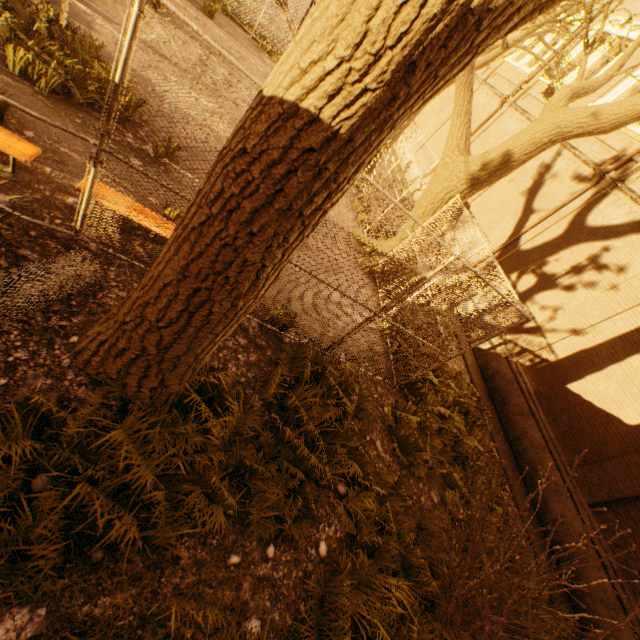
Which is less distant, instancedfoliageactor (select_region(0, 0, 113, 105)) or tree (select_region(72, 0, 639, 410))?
tree (select_region(72, 0, 639, 410))

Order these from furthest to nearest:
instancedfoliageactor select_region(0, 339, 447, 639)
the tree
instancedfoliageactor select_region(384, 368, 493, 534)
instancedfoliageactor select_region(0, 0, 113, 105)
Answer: instancedfoliageactor select_region(384, 368, 493, 534)
instancedfoliageactor select_region(0, 0, 113, 105)
instancedfoliageactor select_region(0, 339, 447, 639)
the tree

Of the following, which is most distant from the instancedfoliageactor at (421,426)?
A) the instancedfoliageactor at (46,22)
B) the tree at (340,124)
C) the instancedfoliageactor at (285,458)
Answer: the instancedfoliageactor at (46,22)

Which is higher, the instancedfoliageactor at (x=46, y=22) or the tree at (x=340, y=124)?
the tree at (x=340, y=124)

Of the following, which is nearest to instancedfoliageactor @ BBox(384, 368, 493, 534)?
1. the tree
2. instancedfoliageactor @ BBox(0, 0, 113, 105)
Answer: the tree

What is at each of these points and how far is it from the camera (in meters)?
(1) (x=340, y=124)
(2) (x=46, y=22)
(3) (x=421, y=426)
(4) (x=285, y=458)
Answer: (1) tree, 1.69
(2) instancedfoliageactor, 5.71
(3) instancedfoliageactor, 6.62
(4) instancedfoliageactor, 4.30

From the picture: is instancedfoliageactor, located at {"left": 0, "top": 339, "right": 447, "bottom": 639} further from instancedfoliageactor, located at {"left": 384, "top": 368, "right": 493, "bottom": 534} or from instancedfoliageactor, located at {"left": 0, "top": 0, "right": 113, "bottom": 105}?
instancedfoliageactor, located at {"left": 0, "top": 0, "right": 113, "bottom": 105}
